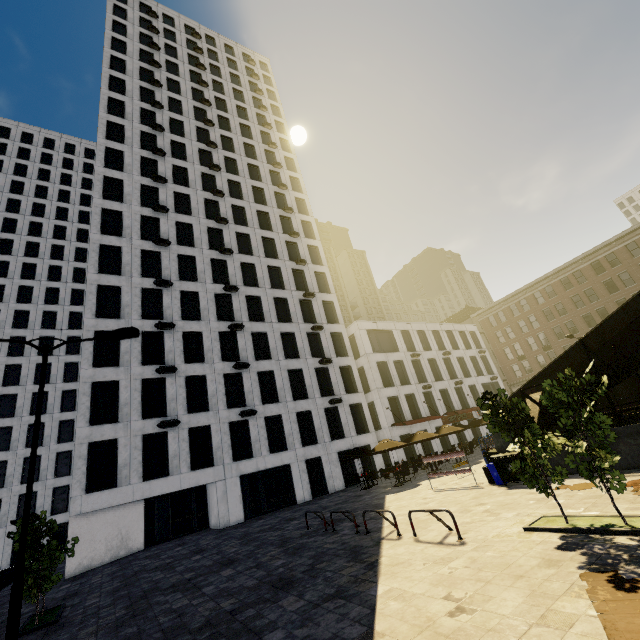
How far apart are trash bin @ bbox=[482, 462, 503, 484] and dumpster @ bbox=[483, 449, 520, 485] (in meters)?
0.09

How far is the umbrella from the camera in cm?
2098

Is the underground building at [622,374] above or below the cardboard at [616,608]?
above

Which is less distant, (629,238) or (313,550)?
(313,550)

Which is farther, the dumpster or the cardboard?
the dumpster

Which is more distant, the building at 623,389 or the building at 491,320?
the building at 623,389

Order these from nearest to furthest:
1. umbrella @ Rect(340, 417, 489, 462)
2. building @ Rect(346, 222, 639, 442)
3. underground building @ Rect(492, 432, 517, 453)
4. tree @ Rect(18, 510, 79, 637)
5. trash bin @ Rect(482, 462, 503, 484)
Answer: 1. tree @ Rect(18, 510, 79, 637)
2. trash bin @ Rect(482, 462, 503, 484)
3. underground building @ Rect(492, 432, 517, 453)
4. umbrella @ Rect(340, 417, 489, 462)
5. building @ Rect(346, 222, 639, 442)

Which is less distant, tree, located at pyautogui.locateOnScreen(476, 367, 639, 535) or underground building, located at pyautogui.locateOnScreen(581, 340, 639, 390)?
tree, located at pyautogui.locateOnScreen(476, 367, 639, 535)
